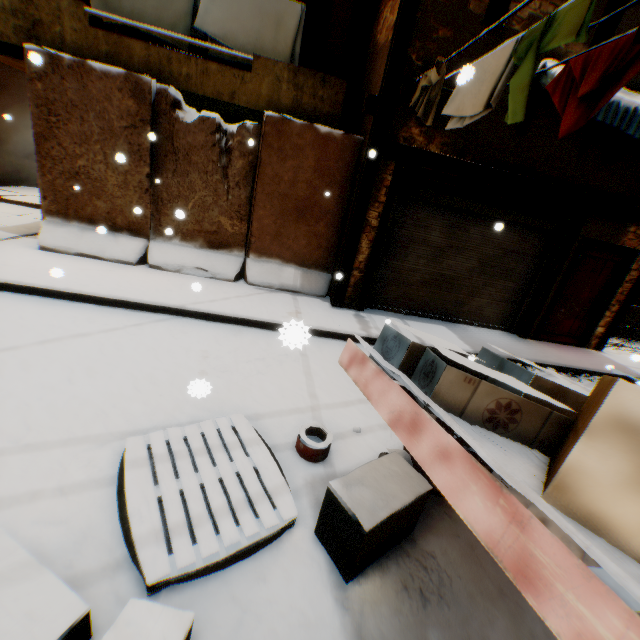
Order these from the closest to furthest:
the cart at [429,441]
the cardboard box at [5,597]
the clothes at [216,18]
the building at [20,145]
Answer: the cart at [429,441] < the cardboard box at [5,597] < the clothes at [216,18] < the building at [20,145]

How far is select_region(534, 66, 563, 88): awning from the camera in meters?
5.3

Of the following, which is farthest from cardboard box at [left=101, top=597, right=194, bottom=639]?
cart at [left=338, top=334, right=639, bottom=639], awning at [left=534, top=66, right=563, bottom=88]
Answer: awning at [left=534, top=66, right=563, bottom=88]

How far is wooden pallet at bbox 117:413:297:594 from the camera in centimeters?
197cm

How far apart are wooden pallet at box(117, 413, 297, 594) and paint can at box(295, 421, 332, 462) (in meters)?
0.28

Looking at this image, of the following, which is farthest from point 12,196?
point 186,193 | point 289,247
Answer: point 289,247

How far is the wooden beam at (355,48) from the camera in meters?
8.0 m

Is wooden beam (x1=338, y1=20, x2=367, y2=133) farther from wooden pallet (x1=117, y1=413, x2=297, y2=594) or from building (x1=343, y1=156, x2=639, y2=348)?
wooden pallet (x1=117, y1=413, x2=297, y2=594)
